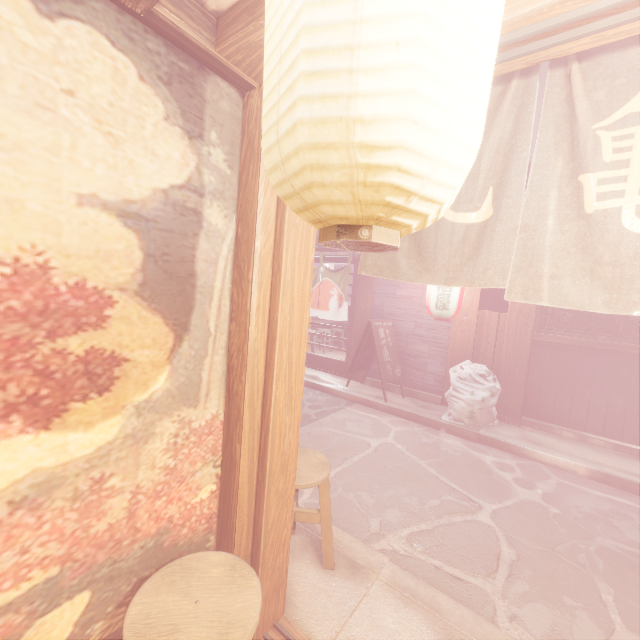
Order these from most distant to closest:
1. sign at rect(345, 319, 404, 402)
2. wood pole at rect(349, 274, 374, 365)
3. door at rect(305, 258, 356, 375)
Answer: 1. door at rect(305, 258, 356, 375)
2. wood pole at rect(349, 274, 374, 365)
3. sign at rect(345, 319, 404, 402)

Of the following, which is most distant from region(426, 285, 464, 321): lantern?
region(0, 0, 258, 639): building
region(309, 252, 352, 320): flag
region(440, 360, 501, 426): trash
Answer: region(0, 0, 258, 639): building

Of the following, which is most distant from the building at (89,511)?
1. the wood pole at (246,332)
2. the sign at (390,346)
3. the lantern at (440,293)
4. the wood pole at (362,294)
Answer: the wood pole at (362,294)

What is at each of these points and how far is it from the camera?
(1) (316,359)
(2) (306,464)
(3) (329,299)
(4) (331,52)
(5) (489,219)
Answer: (1) door, 14.6m
(2) chair, 4.1m
(3) flag, 13.7m
(4) lantern, 0.7m
(5) flag, 2.7m

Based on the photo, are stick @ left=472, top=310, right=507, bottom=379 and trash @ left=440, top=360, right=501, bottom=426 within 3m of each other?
yes

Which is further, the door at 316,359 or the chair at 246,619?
the door at 316,359

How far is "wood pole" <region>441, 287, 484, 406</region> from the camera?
10.5m

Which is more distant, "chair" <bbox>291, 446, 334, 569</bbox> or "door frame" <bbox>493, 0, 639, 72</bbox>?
"chair" <bbox>291, 446, 334, 569</bbox>
